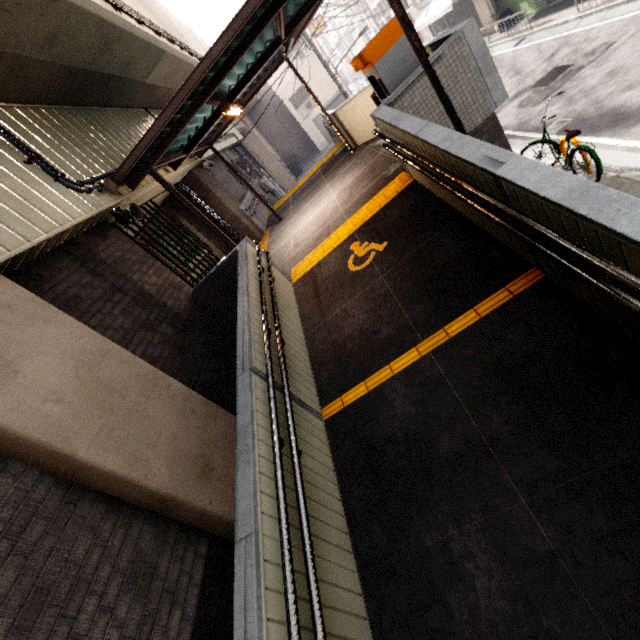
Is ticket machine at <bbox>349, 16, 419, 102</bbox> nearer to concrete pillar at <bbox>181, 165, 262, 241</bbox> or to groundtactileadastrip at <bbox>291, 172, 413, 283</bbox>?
groundtactileadastrip at <bbox>291, 172, 413, 283</bbox>

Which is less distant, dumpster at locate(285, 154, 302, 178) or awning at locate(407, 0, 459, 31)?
awning at locate(407, 0, 459, 31)

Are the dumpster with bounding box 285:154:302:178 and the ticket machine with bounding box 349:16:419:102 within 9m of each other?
no

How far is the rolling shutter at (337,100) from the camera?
28.2m

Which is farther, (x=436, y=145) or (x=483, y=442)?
(x=436, y=145)

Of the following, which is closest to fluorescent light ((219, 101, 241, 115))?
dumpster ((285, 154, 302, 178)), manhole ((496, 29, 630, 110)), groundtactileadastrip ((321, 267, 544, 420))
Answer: groundtactileadastrip ((321, 267, 544, 420))

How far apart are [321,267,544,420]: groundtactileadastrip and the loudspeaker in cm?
443

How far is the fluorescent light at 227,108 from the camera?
6.2 meters
